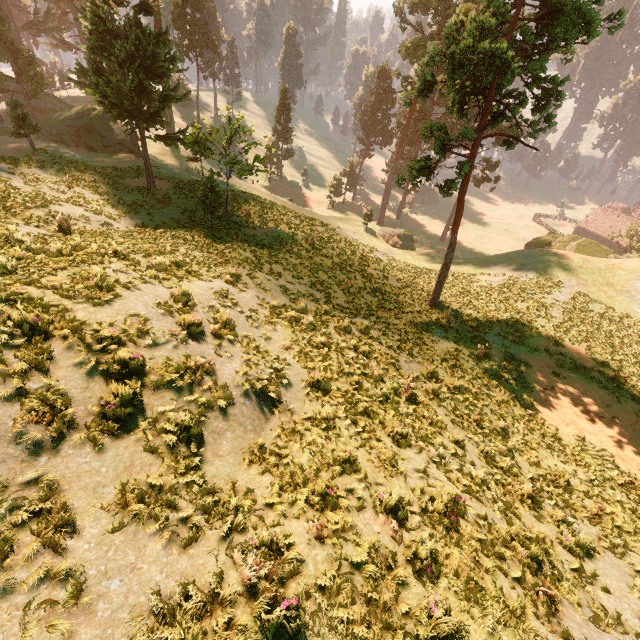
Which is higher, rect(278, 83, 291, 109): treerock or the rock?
rect(278, 83, 291, 109): treerock

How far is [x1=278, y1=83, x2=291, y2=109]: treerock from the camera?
58.1 meters

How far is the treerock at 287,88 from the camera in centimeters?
5809cm

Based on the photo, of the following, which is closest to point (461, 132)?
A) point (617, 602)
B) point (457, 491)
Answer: point (457, 491)

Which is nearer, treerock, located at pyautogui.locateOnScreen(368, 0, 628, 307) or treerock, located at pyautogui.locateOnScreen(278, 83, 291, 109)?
treerock, located at pyautogui.locateOnScreen(368, 0, 628, 307)

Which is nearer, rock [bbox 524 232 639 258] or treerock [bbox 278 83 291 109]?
rock [bbox 524 232 639 258]

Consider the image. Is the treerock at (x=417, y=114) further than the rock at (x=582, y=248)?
No
